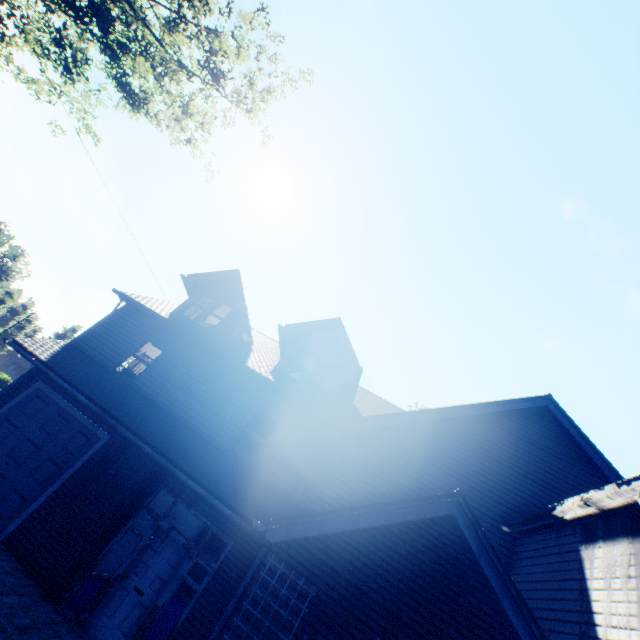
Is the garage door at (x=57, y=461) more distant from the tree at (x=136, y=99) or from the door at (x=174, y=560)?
the tree at (x=136, y=99)

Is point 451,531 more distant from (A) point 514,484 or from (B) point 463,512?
(A) point 514,484

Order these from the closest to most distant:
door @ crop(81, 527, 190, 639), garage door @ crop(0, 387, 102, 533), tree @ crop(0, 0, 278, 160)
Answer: door @ crop(81, 527, 190, 639) < garage door @ crop(0, 387, 102, 533) < tree @ crop(0, 0, 278, 160)

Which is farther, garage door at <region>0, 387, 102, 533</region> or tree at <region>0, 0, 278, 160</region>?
tree at <region>0, 0, 278, 160</region>

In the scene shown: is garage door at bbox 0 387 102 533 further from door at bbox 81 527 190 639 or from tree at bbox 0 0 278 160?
tree at bbox 0 0 278 160

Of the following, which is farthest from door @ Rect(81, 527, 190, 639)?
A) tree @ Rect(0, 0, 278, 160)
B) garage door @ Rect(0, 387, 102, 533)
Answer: tree @ Rect(0, 0, 278, 160)

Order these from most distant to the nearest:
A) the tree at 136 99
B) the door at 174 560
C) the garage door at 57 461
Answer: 1. the tree at 136 99
2. the garage door at 57 461
3. the door at 174 560
